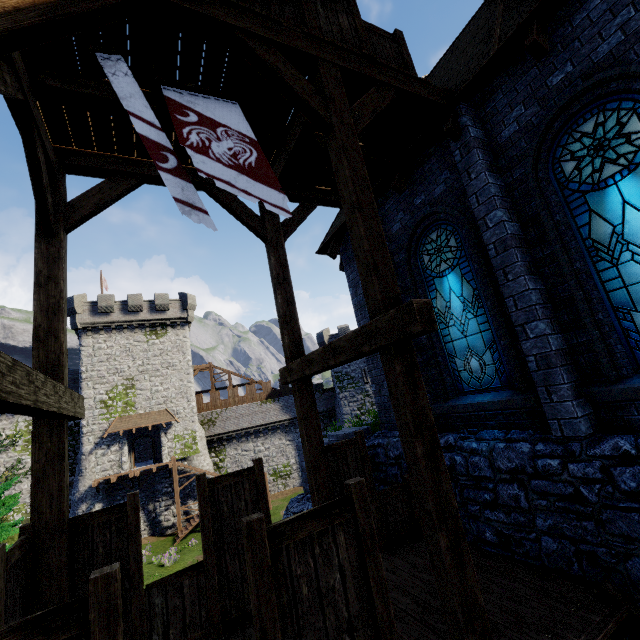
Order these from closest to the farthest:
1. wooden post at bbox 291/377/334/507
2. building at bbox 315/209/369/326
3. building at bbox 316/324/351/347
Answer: wooden post at bbox 291/377/334/507 → building at bbox 315/209/369/326 → building at bbox 316/324/351/347

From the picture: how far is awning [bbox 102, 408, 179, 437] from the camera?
29.5 meters

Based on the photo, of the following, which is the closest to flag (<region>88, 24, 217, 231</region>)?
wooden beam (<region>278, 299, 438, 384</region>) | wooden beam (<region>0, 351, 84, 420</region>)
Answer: wooden beam (<region>278, 299, 438, 384</region>)

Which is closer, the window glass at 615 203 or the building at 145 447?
the window glass at 615 203

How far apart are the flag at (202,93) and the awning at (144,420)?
32.05m

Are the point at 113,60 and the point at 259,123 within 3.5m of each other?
yes

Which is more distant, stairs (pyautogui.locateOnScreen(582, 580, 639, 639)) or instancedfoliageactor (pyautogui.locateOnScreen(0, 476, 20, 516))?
instancedfoliageactor (pyautogui.locateOnScreen(0, 476, 20, 516))

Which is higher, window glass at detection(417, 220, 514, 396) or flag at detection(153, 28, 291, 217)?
flag at detection(153, 28, 291, 217)
